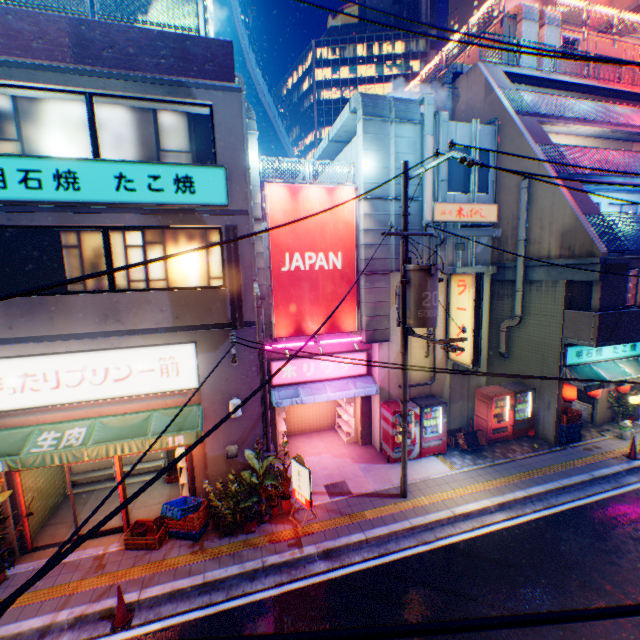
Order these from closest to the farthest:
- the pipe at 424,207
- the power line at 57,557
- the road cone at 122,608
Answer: the power line at 57,557 < the road cone at 122,608 < the pipe at 424,207

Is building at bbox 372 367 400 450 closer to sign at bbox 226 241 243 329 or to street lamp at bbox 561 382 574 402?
street lamp at bbox 561 382 574 402

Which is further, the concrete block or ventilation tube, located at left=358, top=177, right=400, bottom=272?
ventilation tube, located at left=358, top=177, right=400, bottom=272

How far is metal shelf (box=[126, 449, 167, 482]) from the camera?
11.42m

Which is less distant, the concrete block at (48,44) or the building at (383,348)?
the concrete block at (48,44)

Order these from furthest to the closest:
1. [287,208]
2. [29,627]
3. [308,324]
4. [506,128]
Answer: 1. [506,128]
2. [308,324]
3. [287,208]
4. [29,627]

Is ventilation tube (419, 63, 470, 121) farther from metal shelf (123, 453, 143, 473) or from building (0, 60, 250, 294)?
metal shelf (123, 453, 143, 473)

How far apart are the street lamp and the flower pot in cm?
1236
